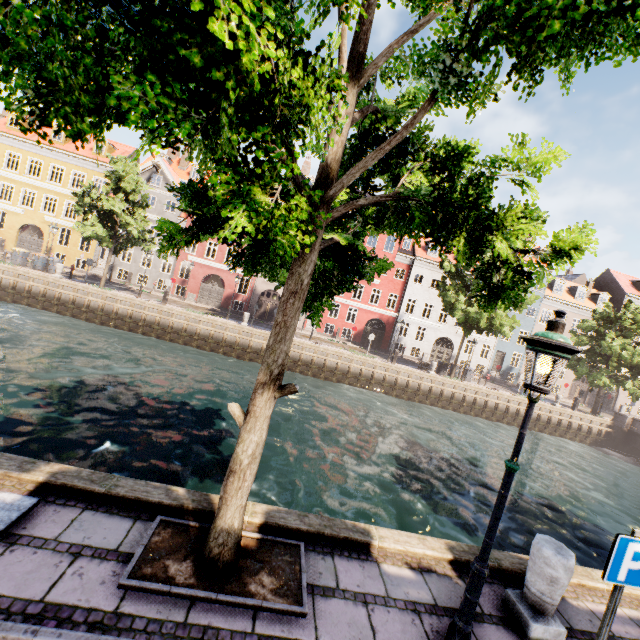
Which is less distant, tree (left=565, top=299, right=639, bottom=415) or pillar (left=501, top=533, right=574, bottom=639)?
pillar (left=501, top=533, right=574, bottom=639)

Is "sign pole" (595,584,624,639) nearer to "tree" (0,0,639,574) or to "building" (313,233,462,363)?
"tree" (0,0,639,574)

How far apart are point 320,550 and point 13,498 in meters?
3.9 m

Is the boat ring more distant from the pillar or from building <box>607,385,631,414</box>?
building <box>607,385,631,414</box>

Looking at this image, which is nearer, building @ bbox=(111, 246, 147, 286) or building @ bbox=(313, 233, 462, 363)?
building @ bbox=(111, 246, 147, 286)

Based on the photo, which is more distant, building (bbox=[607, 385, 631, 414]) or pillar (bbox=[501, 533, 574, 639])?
building (bbox=[607, 385, 631, 414])

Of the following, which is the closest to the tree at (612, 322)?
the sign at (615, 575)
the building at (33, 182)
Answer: the sign at (615, 575)

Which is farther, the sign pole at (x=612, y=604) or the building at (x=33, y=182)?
the building at (x=33, y=182)
